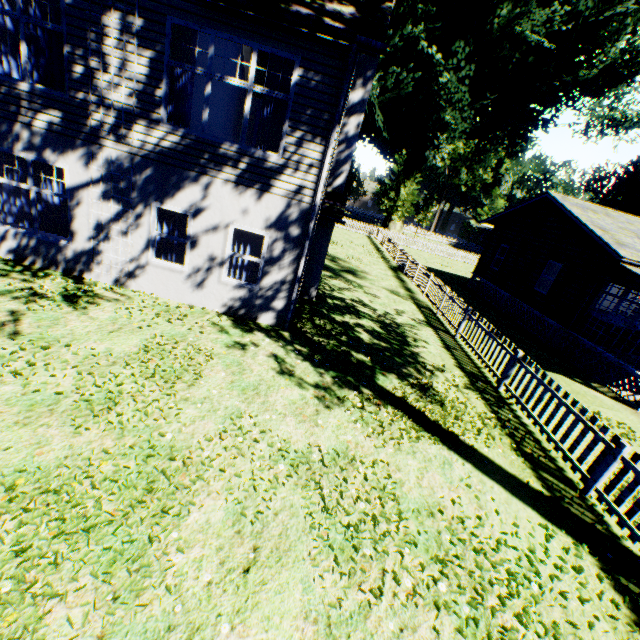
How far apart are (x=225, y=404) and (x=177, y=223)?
5.4 meters

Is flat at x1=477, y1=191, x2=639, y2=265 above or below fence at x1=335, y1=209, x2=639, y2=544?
above

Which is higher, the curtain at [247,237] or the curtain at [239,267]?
the curtain at [247,237]

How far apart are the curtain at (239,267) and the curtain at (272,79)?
2.0 meters

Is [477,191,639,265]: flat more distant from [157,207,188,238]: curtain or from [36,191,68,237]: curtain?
[36,191,68,237]: curtain

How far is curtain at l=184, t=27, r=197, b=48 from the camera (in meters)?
7.08

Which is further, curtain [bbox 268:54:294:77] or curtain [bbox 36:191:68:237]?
curtain [bbox 36:191:68:237]

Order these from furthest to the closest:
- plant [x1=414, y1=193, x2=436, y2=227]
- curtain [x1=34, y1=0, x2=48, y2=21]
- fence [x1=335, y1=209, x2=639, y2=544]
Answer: plant [x1=414, y1=193, x2=436, y2=227], curtain [x1=34, y1=0, x2=48, y2=21], fence [x1=335, y1=209, x2=639, y2=544]
